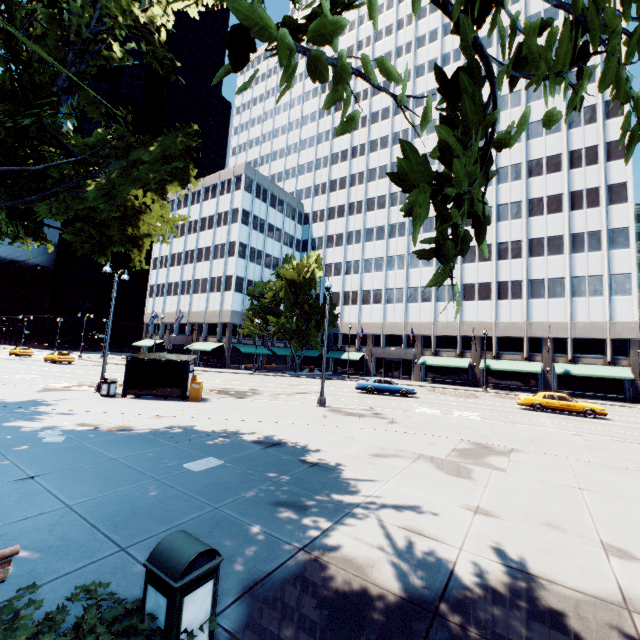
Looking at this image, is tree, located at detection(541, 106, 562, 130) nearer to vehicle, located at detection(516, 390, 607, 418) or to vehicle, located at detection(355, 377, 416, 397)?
vehicle, located at detection(355, 377, 416, 397)

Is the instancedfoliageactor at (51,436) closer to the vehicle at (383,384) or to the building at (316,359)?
the vehicle at (383,384)

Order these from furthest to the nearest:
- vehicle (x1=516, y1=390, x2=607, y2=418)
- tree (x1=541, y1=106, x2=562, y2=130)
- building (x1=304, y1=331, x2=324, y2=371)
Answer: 1. building (x1=304, y1=331, x2=324, y2=371)
2. vehicle (x1=516, y1=390, x2=607, y2=418)
3. tree (x1=541, y1=106, x2=562, y2=130)

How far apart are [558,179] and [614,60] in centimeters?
5109cm

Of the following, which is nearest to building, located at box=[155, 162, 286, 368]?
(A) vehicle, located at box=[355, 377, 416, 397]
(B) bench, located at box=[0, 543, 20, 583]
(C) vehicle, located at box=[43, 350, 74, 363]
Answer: (C) vehicle, located at box=[43, 350, 74, 363]

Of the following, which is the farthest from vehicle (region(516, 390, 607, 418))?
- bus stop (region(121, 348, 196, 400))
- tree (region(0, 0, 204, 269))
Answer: tree (region(0, 0, 204, 269))

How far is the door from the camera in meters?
50.4

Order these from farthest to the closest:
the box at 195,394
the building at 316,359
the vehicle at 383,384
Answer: the building at 316,359
the vehicle at 383,384
the box at 195,394
